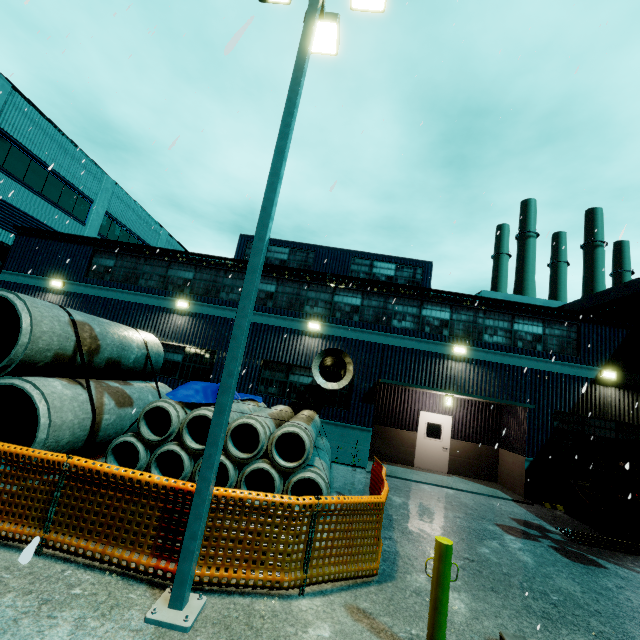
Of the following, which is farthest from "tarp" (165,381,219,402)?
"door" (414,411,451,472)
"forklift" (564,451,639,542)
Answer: "door" (414,411,451,472)

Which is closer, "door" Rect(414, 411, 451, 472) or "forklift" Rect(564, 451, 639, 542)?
"forklift" Rect(564, 451, 639, 542)

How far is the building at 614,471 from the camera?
12.2 meters

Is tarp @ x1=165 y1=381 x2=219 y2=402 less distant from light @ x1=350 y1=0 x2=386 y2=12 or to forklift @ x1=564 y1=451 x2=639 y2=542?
light @ x1=350 y1=0 x2=386 y2=12

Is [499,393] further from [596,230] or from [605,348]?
[596,230]

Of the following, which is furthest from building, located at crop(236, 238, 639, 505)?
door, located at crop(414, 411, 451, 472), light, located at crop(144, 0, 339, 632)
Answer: light, located at crop(144, 0, 339, 632)

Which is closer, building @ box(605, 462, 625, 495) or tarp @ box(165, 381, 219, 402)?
tarp @ box(165, 381, 219, 402)

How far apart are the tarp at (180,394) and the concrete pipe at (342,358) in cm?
78
